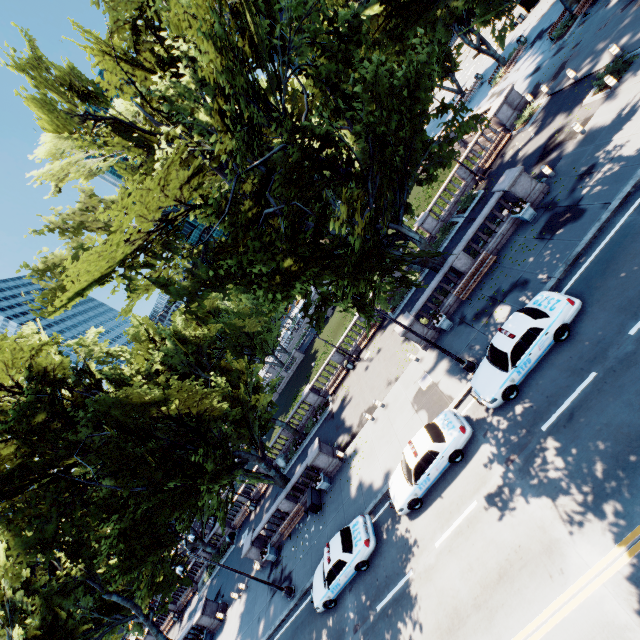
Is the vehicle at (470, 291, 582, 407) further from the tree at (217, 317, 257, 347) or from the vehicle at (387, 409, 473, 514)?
the tree at (217, 317, 257, 347)

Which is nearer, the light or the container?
the light

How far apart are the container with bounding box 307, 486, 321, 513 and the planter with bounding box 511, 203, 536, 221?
21.9m

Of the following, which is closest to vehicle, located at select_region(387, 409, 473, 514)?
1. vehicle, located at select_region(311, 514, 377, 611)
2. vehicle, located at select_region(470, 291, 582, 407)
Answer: vehicle, located at select_region(470, 291, 582, 407)

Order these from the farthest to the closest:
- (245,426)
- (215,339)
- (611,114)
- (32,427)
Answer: (215,339) → (245,426) → (32,427) → (611,114)

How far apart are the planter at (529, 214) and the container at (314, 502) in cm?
2188

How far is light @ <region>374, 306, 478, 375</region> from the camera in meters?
14.8

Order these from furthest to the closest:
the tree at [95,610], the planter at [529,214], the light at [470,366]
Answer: the planter at [529,214] < the light at [470,366] < the tree at [95,610]
